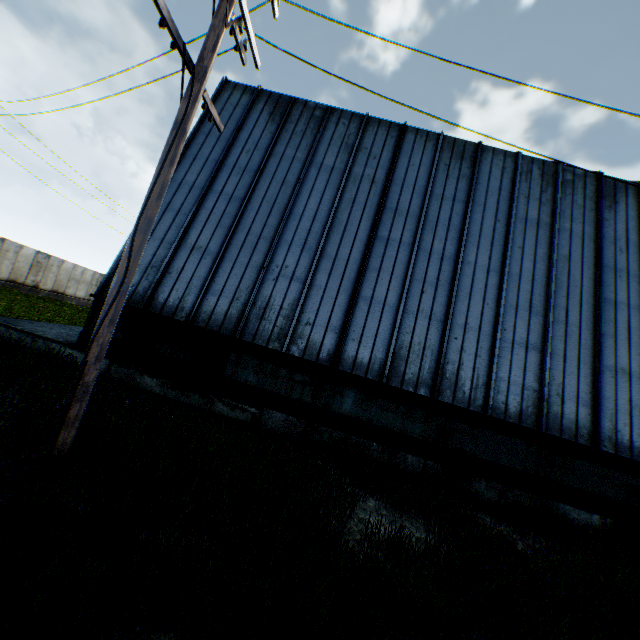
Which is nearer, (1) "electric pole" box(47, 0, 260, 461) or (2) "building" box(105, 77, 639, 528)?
(1) "electric pole" box(47, 0, 260, 461)

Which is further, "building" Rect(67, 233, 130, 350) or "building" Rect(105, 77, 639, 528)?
"building" Rect(67, 233, 130, 350)

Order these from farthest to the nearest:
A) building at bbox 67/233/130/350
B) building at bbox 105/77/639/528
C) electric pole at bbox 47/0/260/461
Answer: building at bbox 67/233/130/350 < building at bbox 105/77/639/528 < electric pole at bbox 47/0/260/461

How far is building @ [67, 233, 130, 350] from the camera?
9.17m

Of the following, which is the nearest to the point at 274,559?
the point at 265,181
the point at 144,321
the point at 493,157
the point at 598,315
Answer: the point at 144,321

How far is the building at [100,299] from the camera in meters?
9.2 m

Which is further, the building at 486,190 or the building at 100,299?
the building at 100,299
